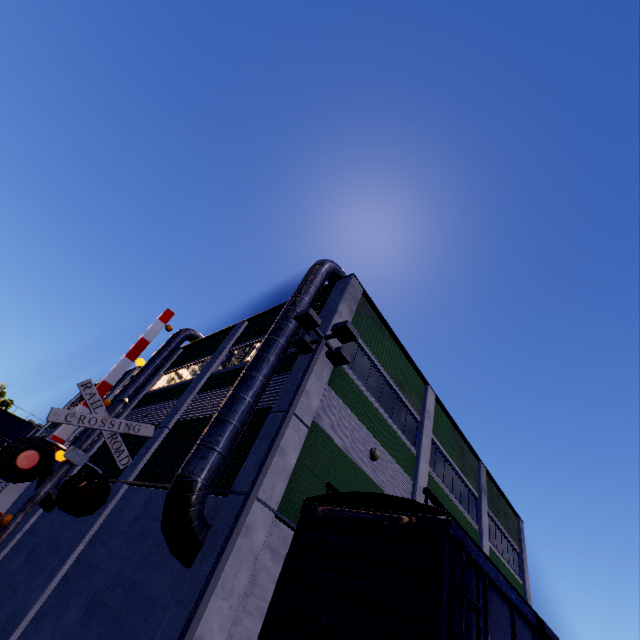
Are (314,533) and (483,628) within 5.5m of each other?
yes

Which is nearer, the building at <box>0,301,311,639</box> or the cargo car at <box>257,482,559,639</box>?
the cargo car at <box>257,482,559,639</box>

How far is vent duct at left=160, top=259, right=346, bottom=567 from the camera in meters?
7.5 m

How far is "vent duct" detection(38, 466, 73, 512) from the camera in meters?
15.6

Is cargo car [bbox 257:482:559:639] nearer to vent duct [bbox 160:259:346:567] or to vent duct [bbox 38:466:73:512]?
vent duct [bbox 160:259:346:567]

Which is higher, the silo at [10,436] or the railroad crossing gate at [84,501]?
the silo at [10,436]

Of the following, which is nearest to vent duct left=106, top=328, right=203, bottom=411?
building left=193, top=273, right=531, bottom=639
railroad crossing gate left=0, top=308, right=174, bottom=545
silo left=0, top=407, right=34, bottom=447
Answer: building left=193, top=273, right=531, bottom=639

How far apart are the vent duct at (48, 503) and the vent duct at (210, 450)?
12.26m
